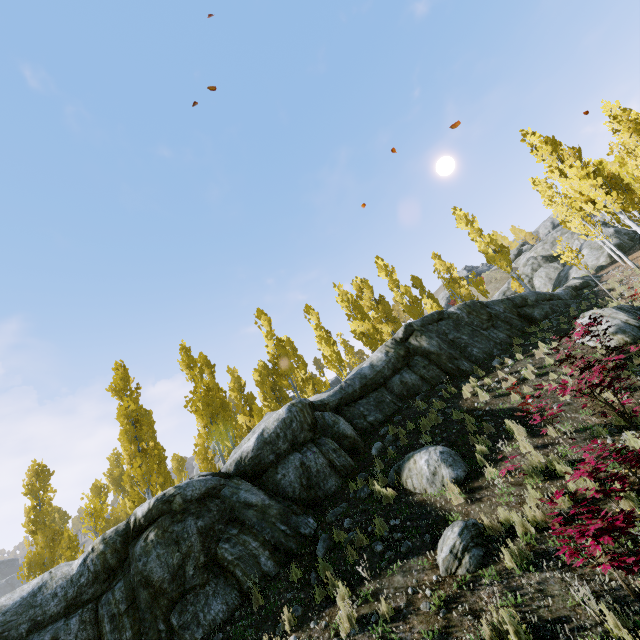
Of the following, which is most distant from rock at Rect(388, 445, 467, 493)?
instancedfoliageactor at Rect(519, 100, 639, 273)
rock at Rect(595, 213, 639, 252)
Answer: rock at Rect(595, 213, 639, 252)

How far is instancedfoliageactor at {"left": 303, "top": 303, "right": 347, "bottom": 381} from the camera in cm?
2461

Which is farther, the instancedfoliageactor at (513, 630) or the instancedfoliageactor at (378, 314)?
the instancedfoliageactor at (378, 314)

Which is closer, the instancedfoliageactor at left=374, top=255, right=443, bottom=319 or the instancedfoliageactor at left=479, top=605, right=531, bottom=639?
the instancedfoliageactor at left=479, top=605, right=531, bottom=639

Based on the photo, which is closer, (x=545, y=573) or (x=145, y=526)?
(x=545, y=573)
